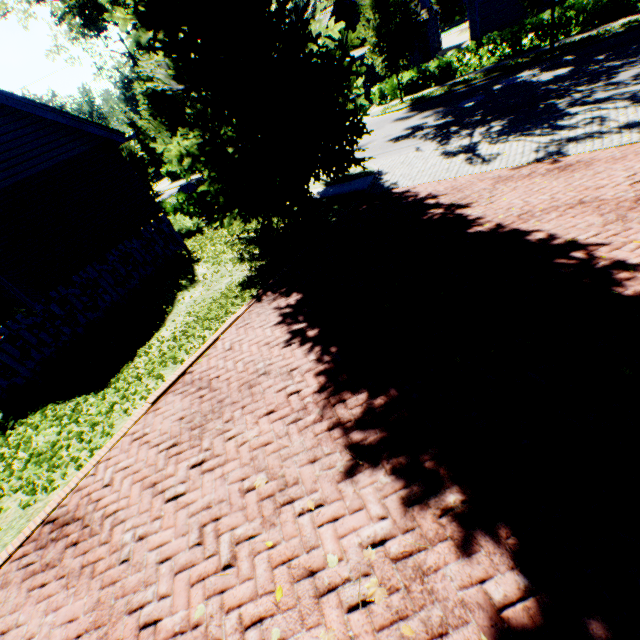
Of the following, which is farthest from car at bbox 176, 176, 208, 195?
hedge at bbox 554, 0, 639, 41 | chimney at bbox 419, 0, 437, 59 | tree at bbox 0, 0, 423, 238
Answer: chimney at bbox 419, 0, 437, 59

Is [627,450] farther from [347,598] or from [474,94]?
[474,94]

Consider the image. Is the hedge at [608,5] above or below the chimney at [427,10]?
below

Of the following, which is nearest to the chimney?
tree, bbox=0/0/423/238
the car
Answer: tree, bbox=0/0/423/238

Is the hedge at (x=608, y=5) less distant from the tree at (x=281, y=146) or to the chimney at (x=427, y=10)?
the tree at (x=281, y=146)

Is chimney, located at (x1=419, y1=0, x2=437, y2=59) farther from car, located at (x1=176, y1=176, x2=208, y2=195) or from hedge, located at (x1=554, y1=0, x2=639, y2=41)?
car, located at (x1=176, y1=176, x2=208, y2=195)

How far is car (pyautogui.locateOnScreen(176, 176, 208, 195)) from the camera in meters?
20.8 m
